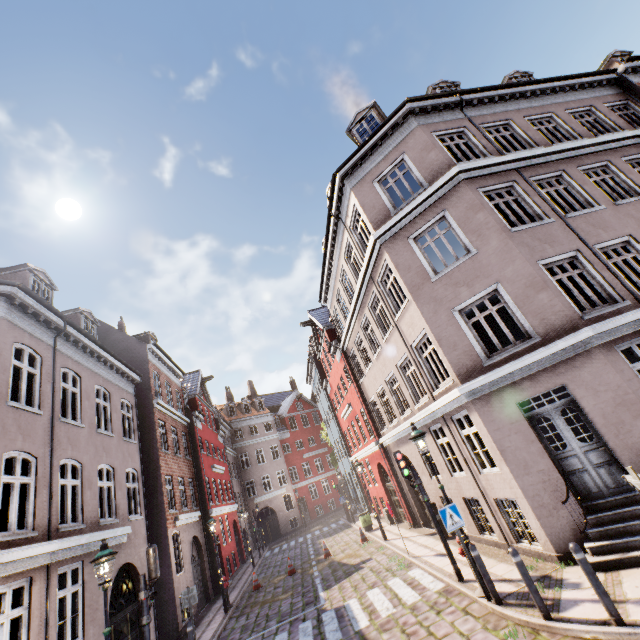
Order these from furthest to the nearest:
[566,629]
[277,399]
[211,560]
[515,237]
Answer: [277,399] < [211,560] < [515,237] < [566,629]

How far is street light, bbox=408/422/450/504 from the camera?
8.1 meters

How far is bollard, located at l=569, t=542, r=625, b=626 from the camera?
5.0m

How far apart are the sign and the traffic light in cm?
728

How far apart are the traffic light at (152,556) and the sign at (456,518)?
7.3 meters

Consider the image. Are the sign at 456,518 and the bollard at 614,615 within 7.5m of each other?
yes

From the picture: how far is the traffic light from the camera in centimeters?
798cm

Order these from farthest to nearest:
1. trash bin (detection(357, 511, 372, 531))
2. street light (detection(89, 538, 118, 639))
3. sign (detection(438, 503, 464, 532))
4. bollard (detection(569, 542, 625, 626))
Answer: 1. trash bin (detection(357, 511, 372, 531))
2. sign (detection(438, 503, 464, 532))
3. street light (detection(89, 538, 118, 639))
4. bollard (detection(569, 542, 625, 626))
